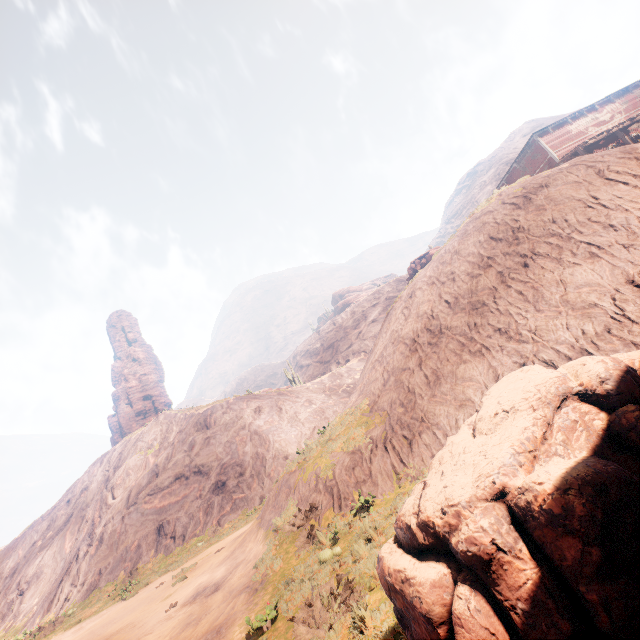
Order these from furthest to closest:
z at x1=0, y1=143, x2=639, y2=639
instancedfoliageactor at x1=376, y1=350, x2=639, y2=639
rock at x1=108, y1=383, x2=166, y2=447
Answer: rock at x1=108, y1=383, x2=166, y2=447, z at x1=0, y1=143, x2=639, y2=639, instancedfoliageactor at x1=376, y1=350, x2=639, y2=639

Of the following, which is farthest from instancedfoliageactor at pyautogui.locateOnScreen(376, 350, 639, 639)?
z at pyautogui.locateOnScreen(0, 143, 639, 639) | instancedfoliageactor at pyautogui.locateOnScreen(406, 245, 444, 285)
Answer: instancedfoliageactor at pyautogui.locateOnScreen(406, 245, 444, 285)

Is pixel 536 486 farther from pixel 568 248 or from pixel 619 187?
pixel 619 187

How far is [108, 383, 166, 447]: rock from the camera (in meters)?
57.09

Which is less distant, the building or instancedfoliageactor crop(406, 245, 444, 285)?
instancedfoliageactor crop(406, 245, 444, 285)

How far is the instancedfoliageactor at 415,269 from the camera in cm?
1952

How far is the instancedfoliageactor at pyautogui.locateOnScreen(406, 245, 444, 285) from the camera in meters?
19.5 m

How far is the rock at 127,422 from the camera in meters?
57.1
